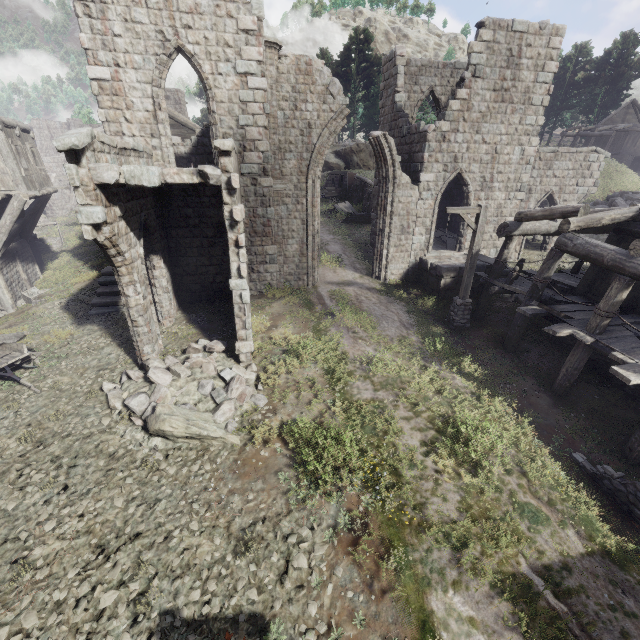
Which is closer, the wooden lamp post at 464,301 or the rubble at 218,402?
the rubble at 218,402

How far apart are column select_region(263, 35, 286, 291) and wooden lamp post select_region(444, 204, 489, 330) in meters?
6.7

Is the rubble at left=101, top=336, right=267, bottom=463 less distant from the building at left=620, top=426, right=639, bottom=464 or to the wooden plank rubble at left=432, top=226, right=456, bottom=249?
the building at left=620, top=426, right=639, bottom=464

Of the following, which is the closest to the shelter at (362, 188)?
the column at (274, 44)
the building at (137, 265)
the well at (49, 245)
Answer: the building at (137, 265)

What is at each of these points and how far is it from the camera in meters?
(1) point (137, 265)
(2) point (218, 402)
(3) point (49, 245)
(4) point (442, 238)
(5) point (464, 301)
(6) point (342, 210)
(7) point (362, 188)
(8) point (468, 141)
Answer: (1) building, 9.9
(2) rubble, 8.9
(3) well, 24.7
(4) wooden plank rubble, 19.6
(5) wooden lamp post, 12.7
(6) broken furniture, 29.1
(7) shelter, 32.1
(8) building, 15.0

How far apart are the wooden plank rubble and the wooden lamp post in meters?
5.4 m

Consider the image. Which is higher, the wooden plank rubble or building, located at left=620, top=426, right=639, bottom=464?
the wooden plank rubble

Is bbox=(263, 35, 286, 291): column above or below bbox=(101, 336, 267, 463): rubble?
above
